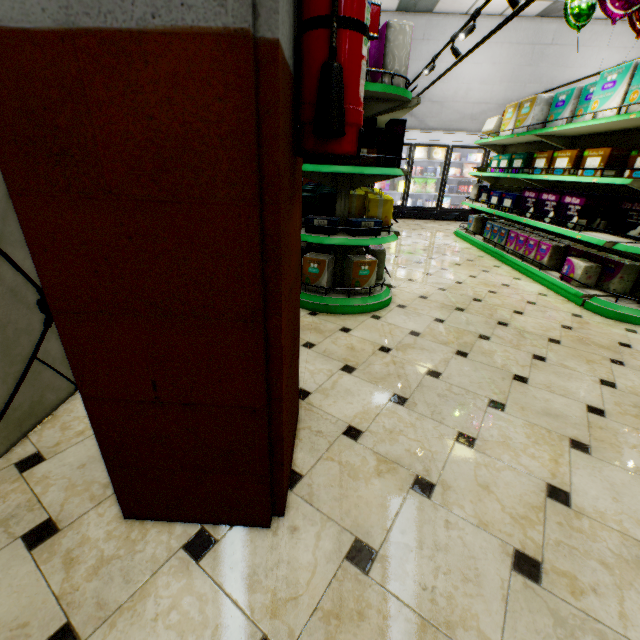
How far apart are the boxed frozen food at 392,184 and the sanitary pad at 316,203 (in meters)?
4.81

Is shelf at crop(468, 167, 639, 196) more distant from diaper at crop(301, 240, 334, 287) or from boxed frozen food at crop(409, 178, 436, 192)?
diaper at crop(301, 240, 334, 287)

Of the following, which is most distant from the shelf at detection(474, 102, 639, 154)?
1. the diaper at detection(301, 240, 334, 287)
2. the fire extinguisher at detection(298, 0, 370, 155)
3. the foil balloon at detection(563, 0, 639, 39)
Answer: the fire extinguisher at detection(298, 0, 370, 155)

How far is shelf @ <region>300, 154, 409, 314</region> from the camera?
2.8 meters

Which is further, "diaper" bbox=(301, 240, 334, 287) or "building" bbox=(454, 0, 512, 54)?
"building" bbox=(454, 0, 512, 54)

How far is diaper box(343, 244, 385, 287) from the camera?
3.2 meters

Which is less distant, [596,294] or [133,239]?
[133,239]

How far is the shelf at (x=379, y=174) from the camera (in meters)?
2.80
